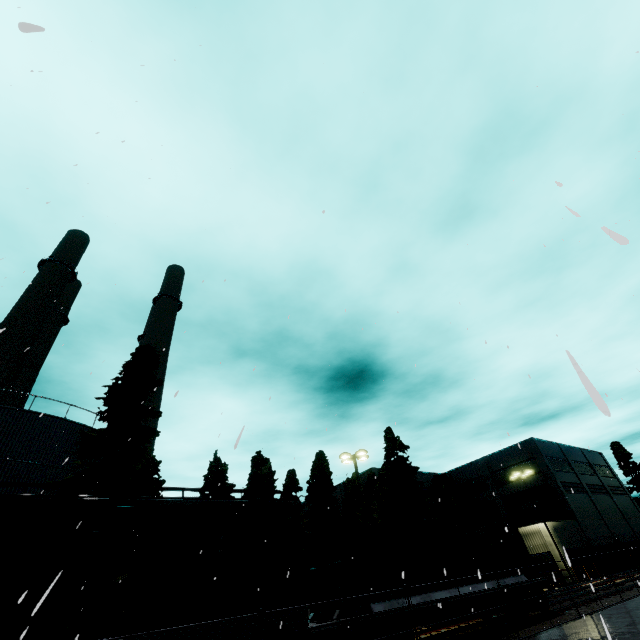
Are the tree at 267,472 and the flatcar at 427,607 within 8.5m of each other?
no

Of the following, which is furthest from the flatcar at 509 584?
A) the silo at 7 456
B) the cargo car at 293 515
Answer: the silo at 7 456

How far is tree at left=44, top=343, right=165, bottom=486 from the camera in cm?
1797

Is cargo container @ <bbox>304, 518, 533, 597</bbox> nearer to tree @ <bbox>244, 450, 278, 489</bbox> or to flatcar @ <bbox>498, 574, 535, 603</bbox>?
flatcar @ <bbox>498, 574, 535, 603</bbox>

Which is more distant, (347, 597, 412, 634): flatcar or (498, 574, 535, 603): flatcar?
(498, 574, 535, 603): flatcar

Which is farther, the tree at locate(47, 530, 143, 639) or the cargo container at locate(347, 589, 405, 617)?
the tree at locate(47, 530, 143, 639)

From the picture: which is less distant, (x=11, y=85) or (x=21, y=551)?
(x=21, y=551)

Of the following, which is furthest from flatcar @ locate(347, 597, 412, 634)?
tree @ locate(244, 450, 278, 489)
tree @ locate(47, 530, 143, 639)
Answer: tree @ locate(244, 450, 278, 489)
